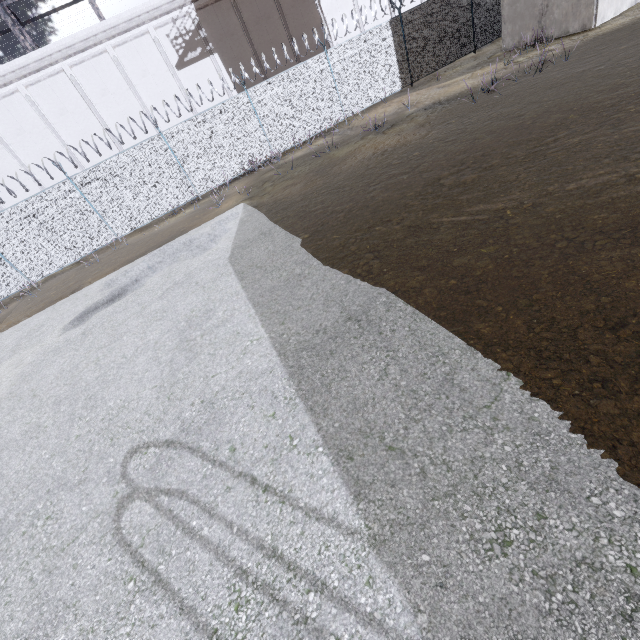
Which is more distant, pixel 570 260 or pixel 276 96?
pixel 276 96

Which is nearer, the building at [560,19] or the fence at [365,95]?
the building at [560,19]

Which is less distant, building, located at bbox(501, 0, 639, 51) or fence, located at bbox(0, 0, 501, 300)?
building, located at bbox(501, 0, 639, 51)
